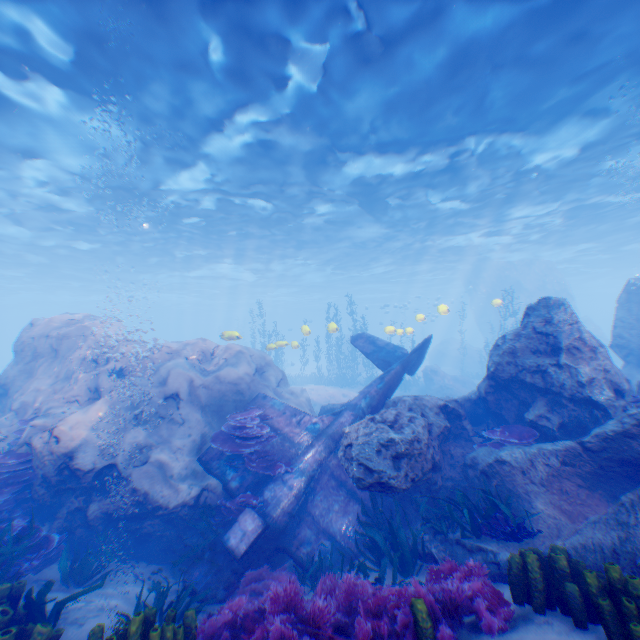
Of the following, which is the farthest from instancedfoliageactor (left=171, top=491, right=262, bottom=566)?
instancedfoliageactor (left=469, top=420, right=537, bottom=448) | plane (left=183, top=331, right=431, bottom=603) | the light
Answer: the light

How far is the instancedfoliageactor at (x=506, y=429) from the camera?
7.00m

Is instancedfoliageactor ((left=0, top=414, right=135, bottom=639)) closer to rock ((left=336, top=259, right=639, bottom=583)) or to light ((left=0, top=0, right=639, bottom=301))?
rock ((left=336, top=259, right=639, bottom=583))

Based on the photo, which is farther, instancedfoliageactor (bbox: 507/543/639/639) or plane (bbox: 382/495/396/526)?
plane (bbox: 382/495/396/526)

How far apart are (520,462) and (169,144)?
16.5 meters

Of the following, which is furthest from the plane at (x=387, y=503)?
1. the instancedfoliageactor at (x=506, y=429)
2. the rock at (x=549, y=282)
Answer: the instancedfoliageactor at (x=506, y=429)

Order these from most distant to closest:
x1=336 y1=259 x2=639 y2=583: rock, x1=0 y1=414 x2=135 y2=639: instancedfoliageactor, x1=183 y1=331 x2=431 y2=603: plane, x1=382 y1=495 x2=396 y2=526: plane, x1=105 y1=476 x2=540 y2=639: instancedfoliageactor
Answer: x1=382 y1=495 x2=396 y2=526: plane < x1=183 y1=331 x2=431 y2=603: plane < x1=336 y1=259 x2=639 y2=583: rock < x1=0 y1=414 x2=135 y2=639: instancedfoliageactor < x1=105 y1=476 x2=540 y2=639: instancedfoliageactor
